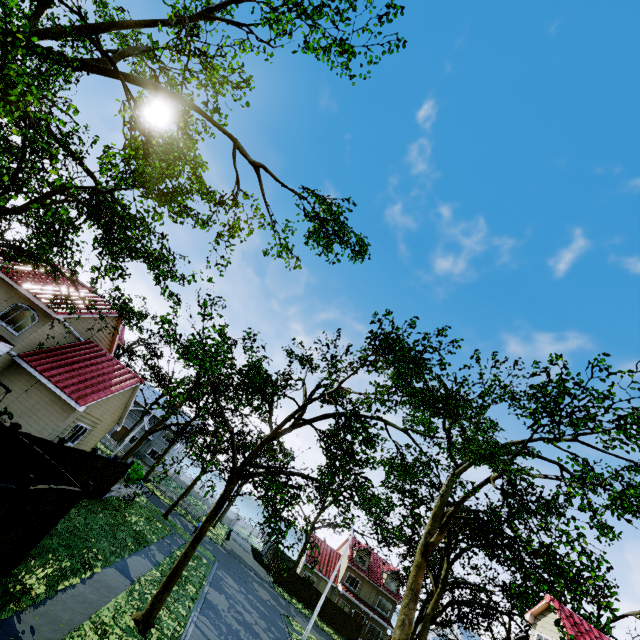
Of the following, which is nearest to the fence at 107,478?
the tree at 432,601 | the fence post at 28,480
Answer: the fence post at 28,480

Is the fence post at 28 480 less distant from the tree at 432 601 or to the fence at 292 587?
the fence at 292 587

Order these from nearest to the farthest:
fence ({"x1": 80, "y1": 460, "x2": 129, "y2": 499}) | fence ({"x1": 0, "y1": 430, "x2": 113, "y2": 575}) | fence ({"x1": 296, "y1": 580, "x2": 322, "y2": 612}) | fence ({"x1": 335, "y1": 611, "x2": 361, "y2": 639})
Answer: fence ({"x1": 0, "y1": 430, "x2": 113, "y2": 575}), fence ({"x1": 80, "y1": 460, "x2": 129, "y2": 499}), fence ({"x1": 335, "y1": 611, "x2": 361, "y2": 639}), fence ({"x1": 296, "y1": 580, "x2": 322, "y2": 612})

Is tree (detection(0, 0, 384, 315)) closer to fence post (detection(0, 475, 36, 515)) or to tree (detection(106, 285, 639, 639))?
tree (detection(106, 285, 639, 639))

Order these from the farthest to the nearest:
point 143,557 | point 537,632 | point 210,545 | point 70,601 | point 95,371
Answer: point 210,545, point 95,371, point 143,557, point 537,632, point 70,601

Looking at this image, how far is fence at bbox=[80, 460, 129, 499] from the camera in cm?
1756

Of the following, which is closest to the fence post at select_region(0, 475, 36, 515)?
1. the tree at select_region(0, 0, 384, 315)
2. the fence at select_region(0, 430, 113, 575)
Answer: the fence at select_region(0, 430, 113, 575)
